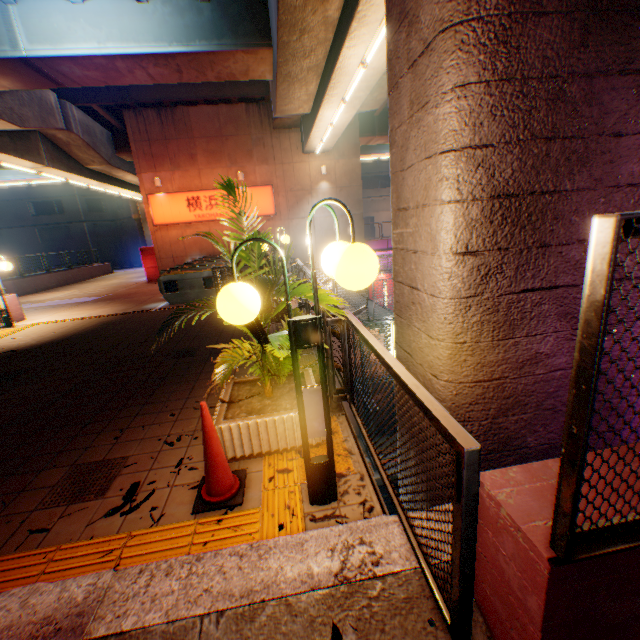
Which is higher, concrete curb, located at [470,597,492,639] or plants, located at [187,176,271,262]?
plants, located at [187,176,271,262]

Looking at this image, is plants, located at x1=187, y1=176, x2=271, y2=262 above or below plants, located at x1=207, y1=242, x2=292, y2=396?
above

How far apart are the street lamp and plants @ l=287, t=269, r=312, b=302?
0.20m

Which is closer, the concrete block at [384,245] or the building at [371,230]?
the concrete block at [384,245]

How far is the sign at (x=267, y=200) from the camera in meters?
17.9

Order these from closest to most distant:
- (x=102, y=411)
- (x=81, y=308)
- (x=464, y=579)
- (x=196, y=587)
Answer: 1. (x=464, y=579)
2. (x=196, y=587)
3. (x=102, y=411)
4. (x=81, y=308)

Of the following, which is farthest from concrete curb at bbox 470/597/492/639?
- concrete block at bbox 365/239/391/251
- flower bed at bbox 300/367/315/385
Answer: concrete block at bbox 365/239/391/251

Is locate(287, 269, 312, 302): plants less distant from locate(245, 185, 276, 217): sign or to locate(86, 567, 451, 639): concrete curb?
locate(86, 567, 451, 639): concrete curb
